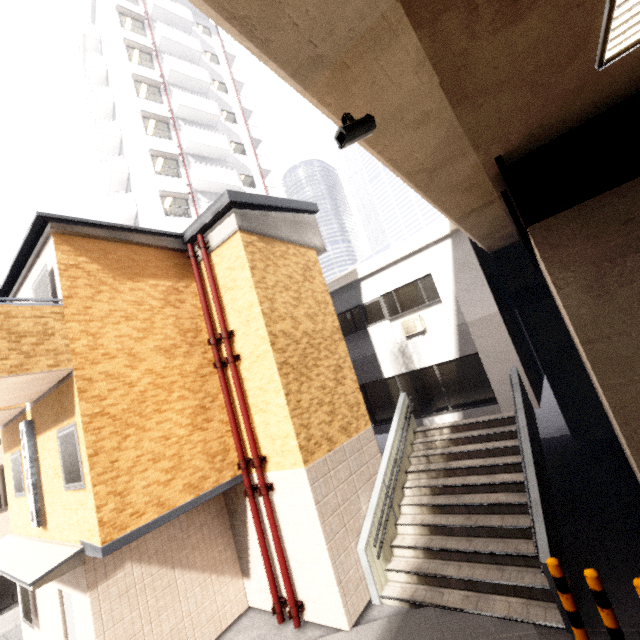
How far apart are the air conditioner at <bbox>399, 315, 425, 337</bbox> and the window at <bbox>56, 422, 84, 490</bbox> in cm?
939

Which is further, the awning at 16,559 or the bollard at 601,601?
the awning at 16,559

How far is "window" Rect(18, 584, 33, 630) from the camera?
7.7m

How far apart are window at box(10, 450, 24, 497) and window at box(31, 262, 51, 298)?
3.97m

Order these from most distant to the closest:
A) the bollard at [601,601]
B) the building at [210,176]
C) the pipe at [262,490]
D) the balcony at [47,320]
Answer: → the building at [210,176], the pipe at [262,490], the balcony at [47,320], the bollard at [601,601]

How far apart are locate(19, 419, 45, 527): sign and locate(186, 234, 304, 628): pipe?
4.6 meters

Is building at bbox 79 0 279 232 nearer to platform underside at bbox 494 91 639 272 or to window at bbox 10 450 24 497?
window at bbox 10 450 24 497

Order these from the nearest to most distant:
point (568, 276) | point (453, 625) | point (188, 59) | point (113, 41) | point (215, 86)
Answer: point (568, 276) → point (453, 625) → point (113, 41) → point (188, 59) → point (215, 86)
